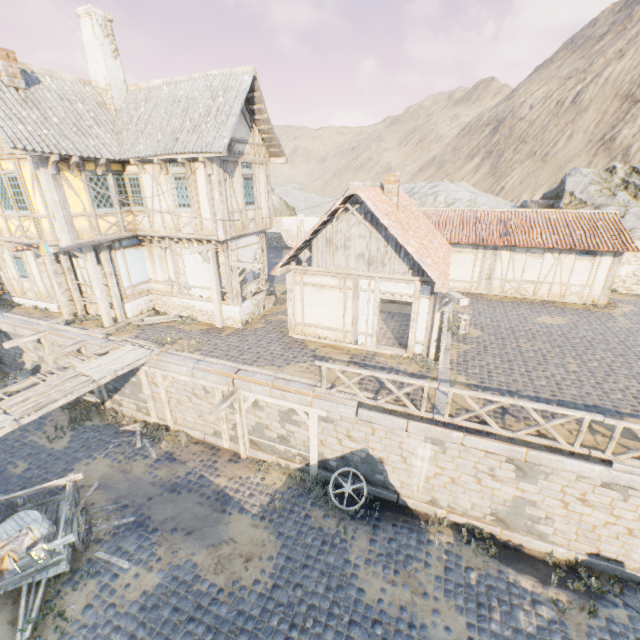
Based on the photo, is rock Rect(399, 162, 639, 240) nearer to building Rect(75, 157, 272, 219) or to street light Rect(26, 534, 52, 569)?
building Rect(75, 157, 272, 219)

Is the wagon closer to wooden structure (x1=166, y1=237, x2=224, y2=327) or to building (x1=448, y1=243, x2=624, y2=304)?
wooden structure (x1=166, y1=237, x2=224, y2=327)

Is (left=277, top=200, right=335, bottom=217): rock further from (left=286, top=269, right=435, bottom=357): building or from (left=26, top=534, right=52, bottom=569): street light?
(left=26, top=534, right=52, bottom=569): street light

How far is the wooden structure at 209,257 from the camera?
12.84m

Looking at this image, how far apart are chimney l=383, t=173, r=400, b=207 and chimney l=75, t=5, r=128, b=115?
11.75m

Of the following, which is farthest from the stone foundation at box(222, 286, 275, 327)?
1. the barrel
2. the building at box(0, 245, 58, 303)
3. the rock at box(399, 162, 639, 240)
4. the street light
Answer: the rock at box(399, 162, 639, 240)

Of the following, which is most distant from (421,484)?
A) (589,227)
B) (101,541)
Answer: (589,227)

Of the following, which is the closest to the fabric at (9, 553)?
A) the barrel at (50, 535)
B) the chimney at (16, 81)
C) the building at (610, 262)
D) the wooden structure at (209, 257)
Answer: the barrel at (50, 535)
